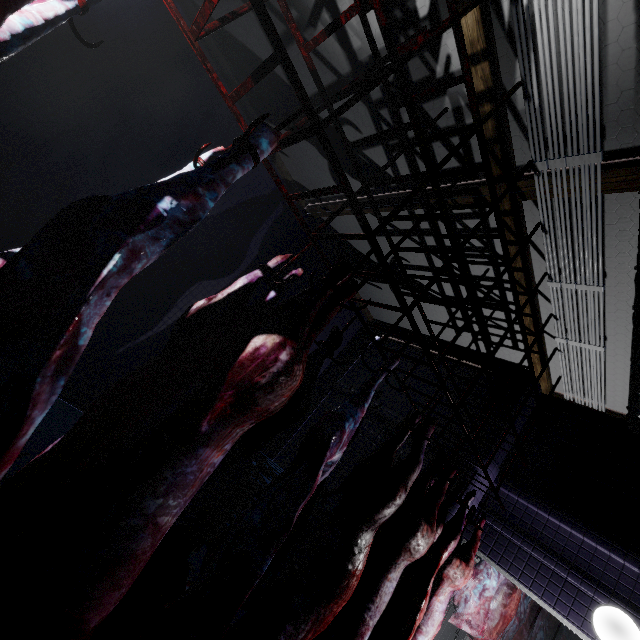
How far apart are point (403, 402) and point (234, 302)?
4.6m

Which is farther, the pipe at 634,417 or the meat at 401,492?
the pipe at 634,417

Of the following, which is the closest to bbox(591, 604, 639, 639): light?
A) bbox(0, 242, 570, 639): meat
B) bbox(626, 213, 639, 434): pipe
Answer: bbox(626, 213, 639, 434): pipe

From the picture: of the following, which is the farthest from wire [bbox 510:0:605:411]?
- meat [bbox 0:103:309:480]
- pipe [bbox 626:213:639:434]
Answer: meat [bbox 0:103:309:480]

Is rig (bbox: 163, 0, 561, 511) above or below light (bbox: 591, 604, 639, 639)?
above

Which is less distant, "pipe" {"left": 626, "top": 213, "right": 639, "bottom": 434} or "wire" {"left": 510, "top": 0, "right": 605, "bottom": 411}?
"wire" {"left": 510, "top": 0, "right": 605, "bottom": 411}

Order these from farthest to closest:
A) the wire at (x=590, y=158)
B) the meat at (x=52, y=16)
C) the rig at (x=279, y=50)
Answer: the wire at (x=590, y=158) → the rig at (x=279, y=50) → the meat at (x=52, y=16)

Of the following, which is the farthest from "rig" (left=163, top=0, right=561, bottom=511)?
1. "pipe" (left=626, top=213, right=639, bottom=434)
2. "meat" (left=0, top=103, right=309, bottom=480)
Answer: "pipe" (left=626, top=213, right=639, bottom=434)
